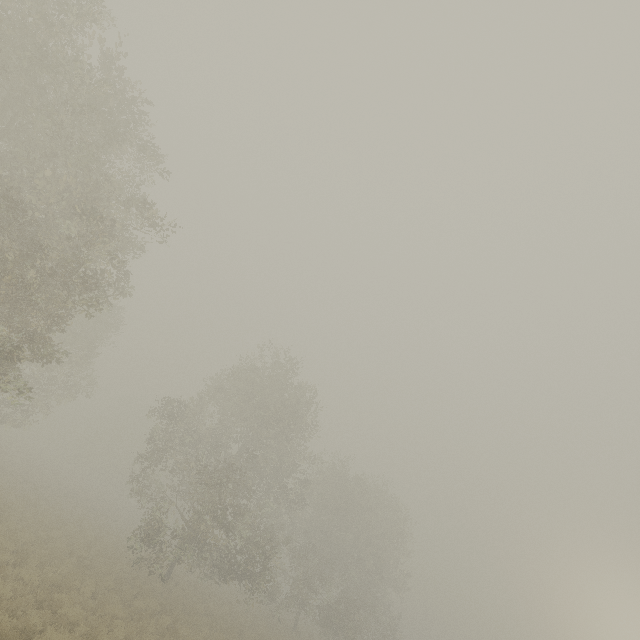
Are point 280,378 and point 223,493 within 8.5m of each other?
no
